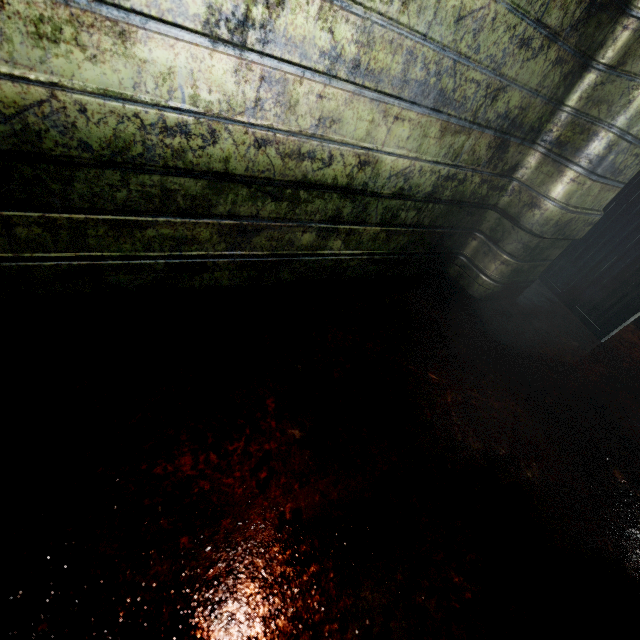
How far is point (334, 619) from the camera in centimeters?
80cm
